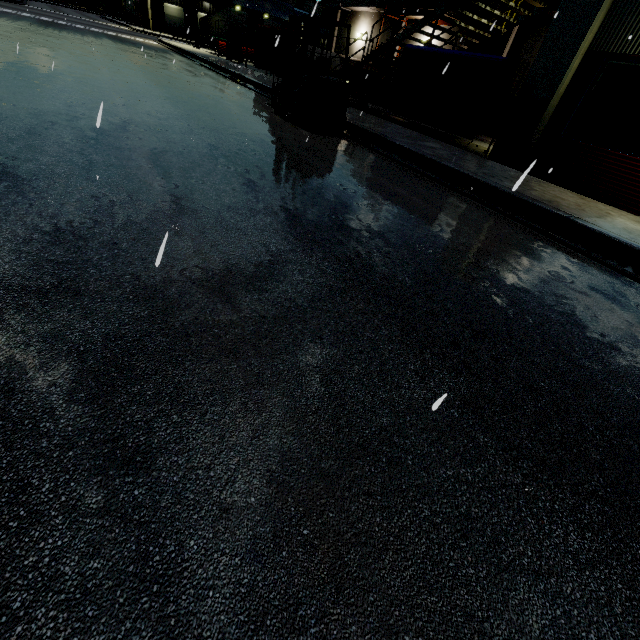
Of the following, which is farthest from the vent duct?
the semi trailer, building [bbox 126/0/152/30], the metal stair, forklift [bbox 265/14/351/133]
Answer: forklift [bbox 265/14/351/133]

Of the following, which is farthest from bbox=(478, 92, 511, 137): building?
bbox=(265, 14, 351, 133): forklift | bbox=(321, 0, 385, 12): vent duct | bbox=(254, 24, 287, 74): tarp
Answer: bbox=(265, 14, 351, 133): forklift

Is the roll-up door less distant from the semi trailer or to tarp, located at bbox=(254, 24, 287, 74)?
the semi trailer

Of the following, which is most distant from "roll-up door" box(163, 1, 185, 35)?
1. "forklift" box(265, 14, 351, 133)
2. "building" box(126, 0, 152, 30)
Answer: "forklift" box(265, 14, 351, 133)

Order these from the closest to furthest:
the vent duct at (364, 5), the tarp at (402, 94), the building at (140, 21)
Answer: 1. the tarp at (402, 94)
2. the vent duct at (364, 5)
3. the building at (140, 21)

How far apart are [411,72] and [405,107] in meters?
1.0

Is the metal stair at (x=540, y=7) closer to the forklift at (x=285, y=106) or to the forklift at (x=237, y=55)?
the forklift at (x=285, y=106)

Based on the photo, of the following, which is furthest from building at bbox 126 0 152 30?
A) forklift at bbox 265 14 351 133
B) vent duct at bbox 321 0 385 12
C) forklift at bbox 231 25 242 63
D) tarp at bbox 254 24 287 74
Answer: forklift at bbox 231 25 242 63
